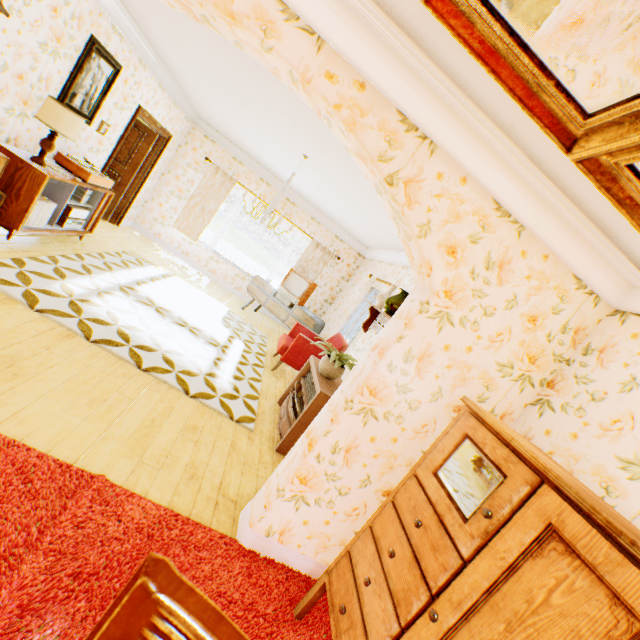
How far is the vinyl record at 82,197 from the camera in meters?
4.9 m

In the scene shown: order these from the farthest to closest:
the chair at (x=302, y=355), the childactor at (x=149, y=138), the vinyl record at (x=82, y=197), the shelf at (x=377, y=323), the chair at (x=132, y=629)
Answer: the childactor at (x=149, y=138), the chair at (x=302, y=355), the vinyl record at (x=82, y=197), the shelf at (x=377, y=323), the chair at (x=132, y=629)

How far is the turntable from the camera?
4.5 meters

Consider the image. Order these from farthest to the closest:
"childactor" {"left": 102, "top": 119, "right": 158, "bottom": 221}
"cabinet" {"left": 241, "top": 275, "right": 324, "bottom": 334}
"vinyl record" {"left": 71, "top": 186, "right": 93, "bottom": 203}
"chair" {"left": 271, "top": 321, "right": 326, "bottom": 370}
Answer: "cabinet" {"left": 241, "top": 275, "right": 324, "bottom": 334}, "childactor" {"left": 102, "top": 119, "right": 158, "bottom": 221}, "chair" {"left": 271, "top": 321, "right": 326, "bottom": 370}, "vinyl record" {"left": 71, "top": 186, "right": 93, "bottom": 203}

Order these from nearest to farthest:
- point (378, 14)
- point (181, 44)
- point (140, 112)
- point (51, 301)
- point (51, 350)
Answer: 1. point (378, 14)
2. point (51, 350)
3. point (51, 301)
4. point (181, 44)
5. point (140, 112)

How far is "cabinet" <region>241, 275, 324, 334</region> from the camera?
7.6 meters

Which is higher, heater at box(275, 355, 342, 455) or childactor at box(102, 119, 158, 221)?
childactor at box(102, 119, 158, 221)

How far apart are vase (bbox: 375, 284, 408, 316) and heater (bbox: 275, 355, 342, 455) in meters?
1.2 m
